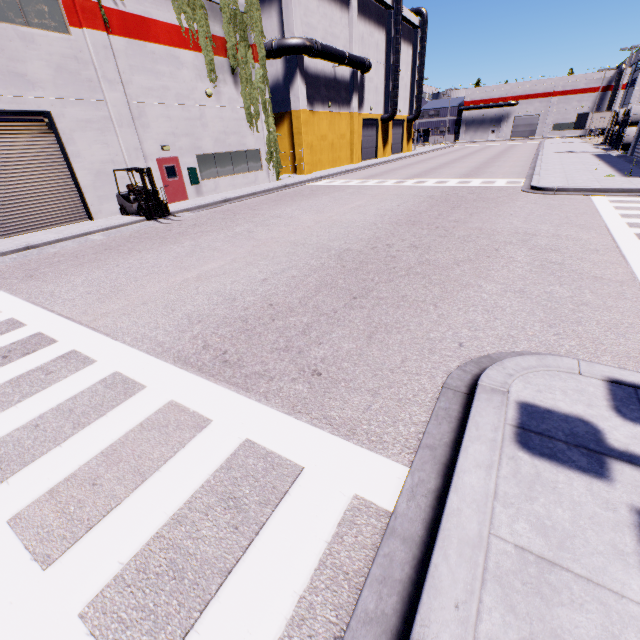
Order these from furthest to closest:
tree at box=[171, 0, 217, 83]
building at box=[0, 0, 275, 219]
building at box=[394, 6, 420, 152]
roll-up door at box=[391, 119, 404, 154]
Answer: roll-up door at box=[391, 119, 404, 154], building at box=[394, 6, 420, 152], tree at box=[171, 0, 217, 83], building at box=[0, 0, 275, 219]

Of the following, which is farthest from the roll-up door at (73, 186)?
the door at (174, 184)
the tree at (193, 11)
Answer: the door at (174, 184)

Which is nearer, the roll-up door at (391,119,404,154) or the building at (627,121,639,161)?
the building at (627,121,639,161)

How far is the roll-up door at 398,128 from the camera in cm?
4559

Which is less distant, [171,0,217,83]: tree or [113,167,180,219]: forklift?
[113,167,180,219]: forklift

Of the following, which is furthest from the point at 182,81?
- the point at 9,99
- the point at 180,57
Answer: the point at 9,99

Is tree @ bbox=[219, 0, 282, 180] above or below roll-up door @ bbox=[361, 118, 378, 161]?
above

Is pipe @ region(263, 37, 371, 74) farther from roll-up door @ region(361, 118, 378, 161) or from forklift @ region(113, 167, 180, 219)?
forklift @ region(113, 167, 180, 219)
